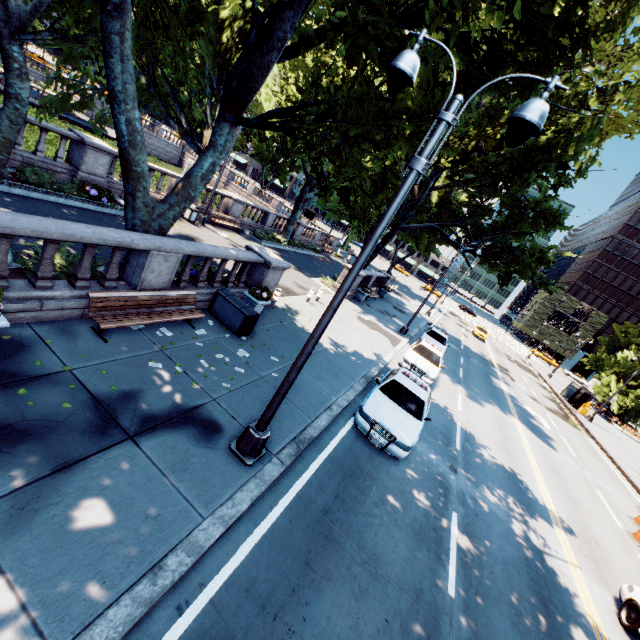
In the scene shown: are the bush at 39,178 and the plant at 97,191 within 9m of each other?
yes

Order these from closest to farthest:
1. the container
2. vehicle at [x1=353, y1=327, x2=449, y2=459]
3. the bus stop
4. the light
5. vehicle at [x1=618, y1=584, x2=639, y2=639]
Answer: the light
vehicle at [x1=618, y1=584, x2=639, y2=639]
vehicle at [x1=353, y1=327, x2=449, y2=459]
the container
the bus stop

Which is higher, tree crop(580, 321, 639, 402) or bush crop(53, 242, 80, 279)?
tree crop(580, 321, 639, 402)

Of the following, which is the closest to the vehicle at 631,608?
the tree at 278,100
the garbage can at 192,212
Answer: the tree at 278,100

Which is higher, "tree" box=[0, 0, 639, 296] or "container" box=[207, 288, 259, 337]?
"tree" box=[0, 0, 639, 296]

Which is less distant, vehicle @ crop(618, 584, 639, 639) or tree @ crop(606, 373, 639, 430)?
vehicle @ crop(618, 584, 639, 639)

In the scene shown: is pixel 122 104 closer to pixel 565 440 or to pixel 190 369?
pixel 190 369

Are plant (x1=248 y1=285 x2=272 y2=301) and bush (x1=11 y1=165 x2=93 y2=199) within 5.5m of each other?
no
